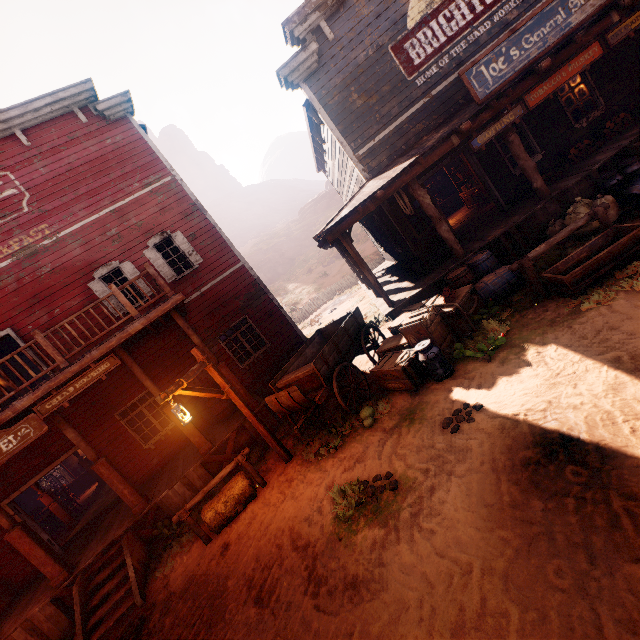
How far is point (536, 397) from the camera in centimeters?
435cm

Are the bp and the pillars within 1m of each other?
no

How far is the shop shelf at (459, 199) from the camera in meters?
12.5

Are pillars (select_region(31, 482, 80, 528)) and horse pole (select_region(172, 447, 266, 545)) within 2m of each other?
no

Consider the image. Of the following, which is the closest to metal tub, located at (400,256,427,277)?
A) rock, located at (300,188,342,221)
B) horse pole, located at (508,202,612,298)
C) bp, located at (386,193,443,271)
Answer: bp, located at (386,193,443,271)

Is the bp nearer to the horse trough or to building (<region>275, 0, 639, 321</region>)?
building (<region>275, 0, 639, 321</region>)

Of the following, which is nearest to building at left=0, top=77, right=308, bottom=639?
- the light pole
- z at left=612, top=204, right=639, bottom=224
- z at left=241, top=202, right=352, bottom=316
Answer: z at left=612, top=204, right=639, bottom=224

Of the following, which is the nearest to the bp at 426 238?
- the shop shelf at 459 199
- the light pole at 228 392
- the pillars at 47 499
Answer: the shop shelf at 459 199
